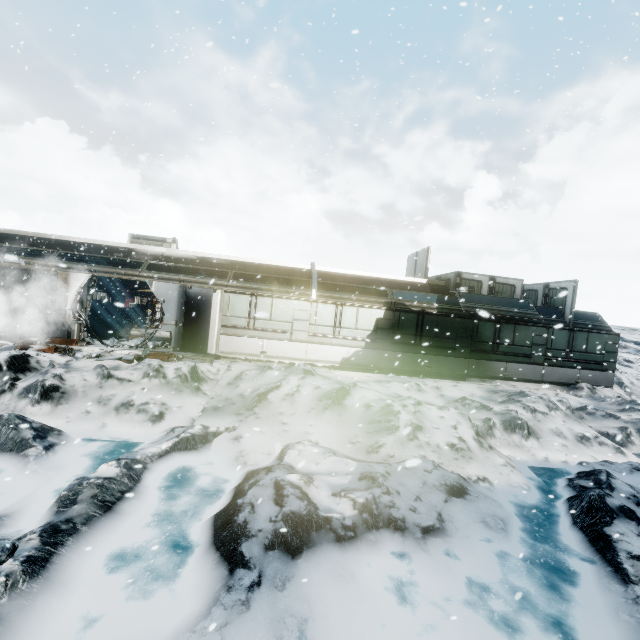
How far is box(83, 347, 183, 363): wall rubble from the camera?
11.1m

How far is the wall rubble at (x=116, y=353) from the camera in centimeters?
1108cm

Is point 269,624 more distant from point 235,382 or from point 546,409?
point 546,409
